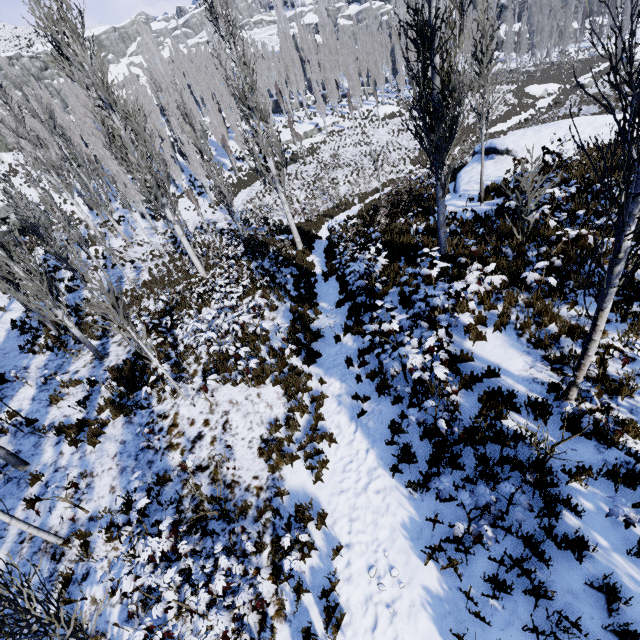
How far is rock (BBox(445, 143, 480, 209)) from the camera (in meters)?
13.27

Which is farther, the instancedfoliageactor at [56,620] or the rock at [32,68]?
the rock at [32,68]

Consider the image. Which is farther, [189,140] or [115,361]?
[189,140]

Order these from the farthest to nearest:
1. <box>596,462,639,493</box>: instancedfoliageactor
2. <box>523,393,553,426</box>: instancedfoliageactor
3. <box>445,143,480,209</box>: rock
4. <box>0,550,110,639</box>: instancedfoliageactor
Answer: <box>445,143,480,209</box>: rock, <box>523,393,553,426</box>: instancedfoliageactor, <box>596,462,639,493</box>: instancedfoliageactor, <box>0,550,110,639</box>: instancedfoliageactor

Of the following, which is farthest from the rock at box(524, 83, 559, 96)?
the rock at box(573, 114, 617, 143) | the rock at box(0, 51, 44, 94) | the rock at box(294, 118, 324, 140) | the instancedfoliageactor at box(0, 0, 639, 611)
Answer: the rock at box(0, 51, 44, 94)

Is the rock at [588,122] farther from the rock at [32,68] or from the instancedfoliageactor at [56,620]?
the rock at [32,68]

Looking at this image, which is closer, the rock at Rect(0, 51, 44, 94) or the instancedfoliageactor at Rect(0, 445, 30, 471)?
the instancedfoliageactor at Rect(0, 445, 30, 471)
